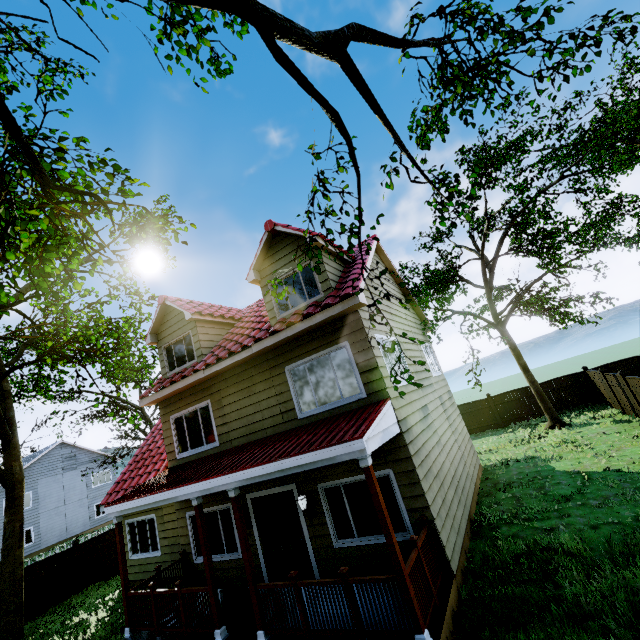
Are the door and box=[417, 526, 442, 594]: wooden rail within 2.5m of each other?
no

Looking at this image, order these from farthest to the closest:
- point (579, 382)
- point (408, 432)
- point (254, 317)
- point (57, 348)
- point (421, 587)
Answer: point (579, 382), point (57, 348), point (254, 317), point (408, 432), point (421, 587)

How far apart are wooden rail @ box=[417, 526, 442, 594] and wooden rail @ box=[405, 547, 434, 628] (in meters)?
0.10

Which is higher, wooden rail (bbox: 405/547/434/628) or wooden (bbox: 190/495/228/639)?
wooden rail (bbox: 405/547/434/628)

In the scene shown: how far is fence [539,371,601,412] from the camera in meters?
17.7

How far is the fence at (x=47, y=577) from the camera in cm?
1251

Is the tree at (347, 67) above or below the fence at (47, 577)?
above

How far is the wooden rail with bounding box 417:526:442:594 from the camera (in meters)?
5.83
